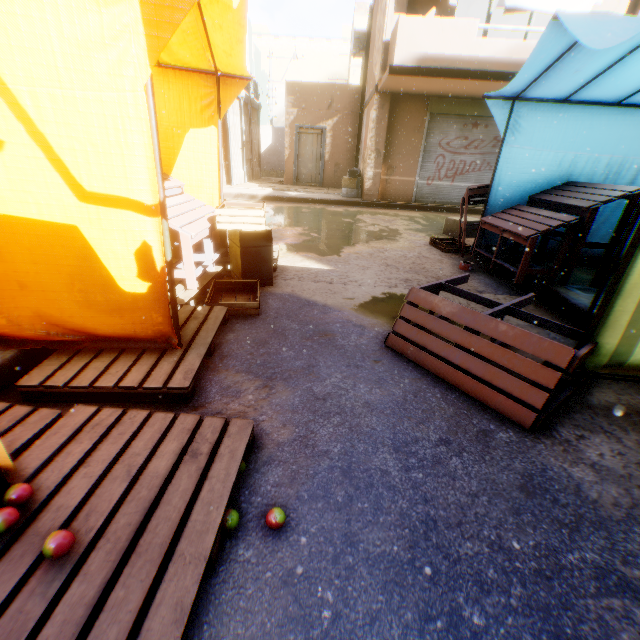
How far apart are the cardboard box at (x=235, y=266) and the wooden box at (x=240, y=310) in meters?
0.1

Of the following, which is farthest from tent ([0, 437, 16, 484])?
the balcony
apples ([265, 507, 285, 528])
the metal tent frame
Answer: apples ([265, 507, 285, 528])

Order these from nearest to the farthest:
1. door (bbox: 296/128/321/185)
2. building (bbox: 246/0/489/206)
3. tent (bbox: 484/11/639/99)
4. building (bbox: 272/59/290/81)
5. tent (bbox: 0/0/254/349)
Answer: tent (bbox: 0/0/254/349)
tent (bbox: 484/11/639/99)
building (bbox: 246/0/489/206)
door (bbox: 296/128/321/185)
building (bbox: 272/59/290/81)

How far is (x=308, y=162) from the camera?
15.34m

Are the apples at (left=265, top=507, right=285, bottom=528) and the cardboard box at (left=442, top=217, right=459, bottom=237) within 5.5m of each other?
no

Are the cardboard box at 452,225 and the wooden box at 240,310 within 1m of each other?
no

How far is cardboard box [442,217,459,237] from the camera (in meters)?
7.29

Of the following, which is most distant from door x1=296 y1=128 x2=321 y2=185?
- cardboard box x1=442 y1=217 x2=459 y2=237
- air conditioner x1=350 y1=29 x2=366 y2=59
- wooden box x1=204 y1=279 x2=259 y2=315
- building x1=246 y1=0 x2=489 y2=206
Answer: cardboard box x1=442 y1=217 x2=459 y2=237
